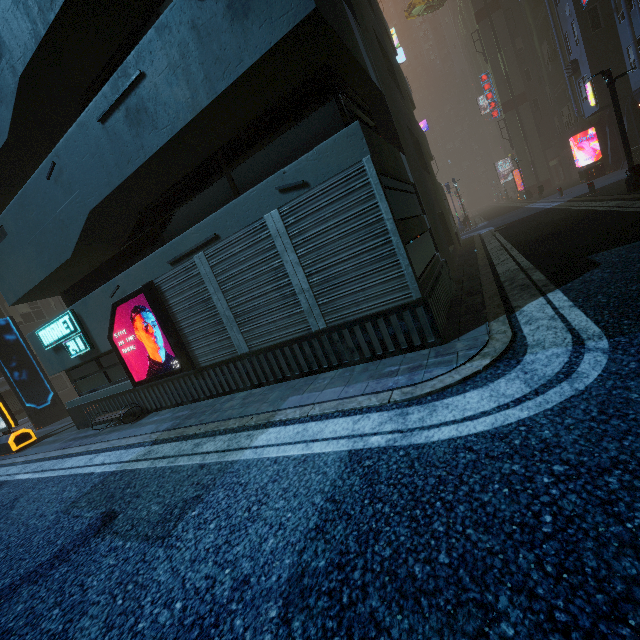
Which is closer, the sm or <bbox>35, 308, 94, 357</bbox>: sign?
<bbox>35, 308, 94, 357</bbox>: sign

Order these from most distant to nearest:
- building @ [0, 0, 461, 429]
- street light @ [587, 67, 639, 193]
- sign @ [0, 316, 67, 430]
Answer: sign @ [0, 316, 67, 430]
street light @ [587, 67, 639, 193]
building @ [0, 0, 461, 429]

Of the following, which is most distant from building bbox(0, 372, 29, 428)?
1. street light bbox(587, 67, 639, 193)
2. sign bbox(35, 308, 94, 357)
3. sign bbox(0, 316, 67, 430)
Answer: sign bbox(0, 316, 67, 430)

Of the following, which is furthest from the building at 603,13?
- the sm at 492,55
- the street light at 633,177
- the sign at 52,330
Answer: the sm at 492,55

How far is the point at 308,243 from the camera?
5.3m

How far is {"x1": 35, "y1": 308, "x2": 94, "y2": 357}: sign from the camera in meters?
8.8

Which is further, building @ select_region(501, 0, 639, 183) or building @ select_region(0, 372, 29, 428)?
building @ select_region(0, 372, 29, 428)

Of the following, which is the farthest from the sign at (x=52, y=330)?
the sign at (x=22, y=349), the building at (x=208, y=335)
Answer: the sign at (x=22, y=349)
